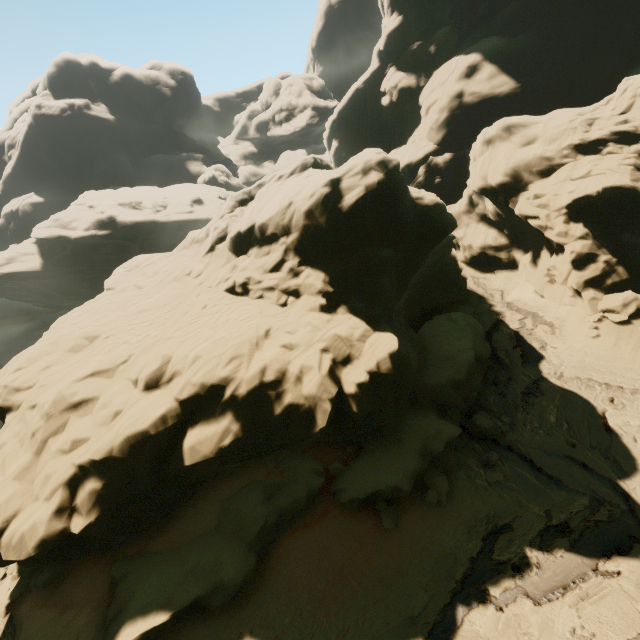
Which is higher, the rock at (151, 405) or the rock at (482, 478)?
the rock at (151, 405)

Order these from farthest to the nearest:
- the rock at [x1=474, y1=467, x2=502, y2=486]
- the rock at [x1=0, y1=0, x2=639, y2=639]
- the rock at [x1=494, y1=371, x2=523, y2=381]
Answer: the rock at [x1=494, y1=371, x2=523, y2=381], the rock at [x1=474, y1=467, x2=502, y2=486], the rock at [x1=0, y1=0, x2=639, y2=639]

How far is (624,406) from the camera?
12.9m

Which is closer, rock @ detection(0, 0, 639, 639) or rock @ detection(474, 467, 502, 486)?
rock @ detection(0, 0, 639, 639)

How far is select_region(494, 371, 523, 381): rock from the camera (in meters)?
15.55
